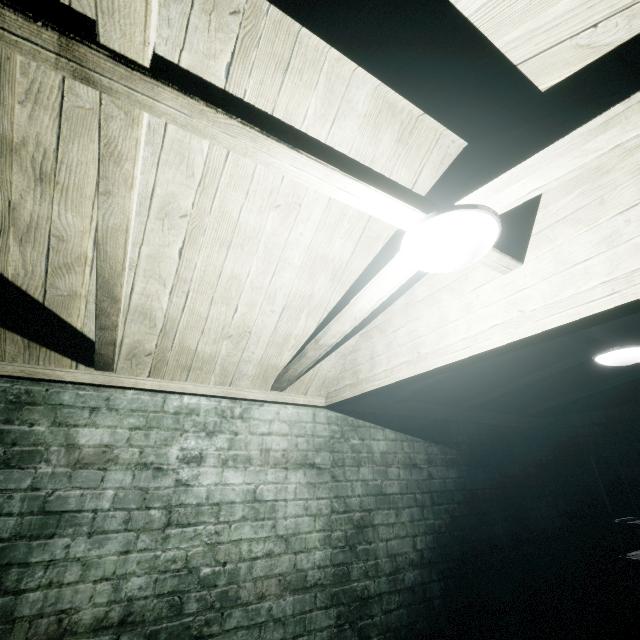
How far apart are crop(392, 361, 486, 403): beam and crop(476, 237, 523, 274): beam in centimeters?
25cm

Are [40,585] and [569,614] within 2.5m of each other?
no

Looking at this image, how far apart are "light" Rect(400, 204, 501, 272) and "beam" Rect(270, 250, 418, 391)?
0.1m

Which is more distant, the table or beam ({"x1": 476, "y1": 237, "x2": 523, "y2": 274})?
the table

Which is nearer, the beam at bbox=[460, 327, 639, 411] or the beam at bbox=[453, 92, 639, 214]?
the beam at bbox=[453, 92, 639, 214]

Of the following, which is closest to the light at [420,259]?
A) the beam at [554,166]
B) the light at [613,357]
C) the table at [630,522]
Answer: the beam at [554,166]

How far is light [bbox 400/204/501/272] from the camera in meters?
1.0 m

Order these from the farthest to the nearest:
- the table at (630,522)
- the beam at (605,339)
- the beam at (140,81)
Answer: the table at (630,522)
the beam at (605,339)
the beam at (140,81)
